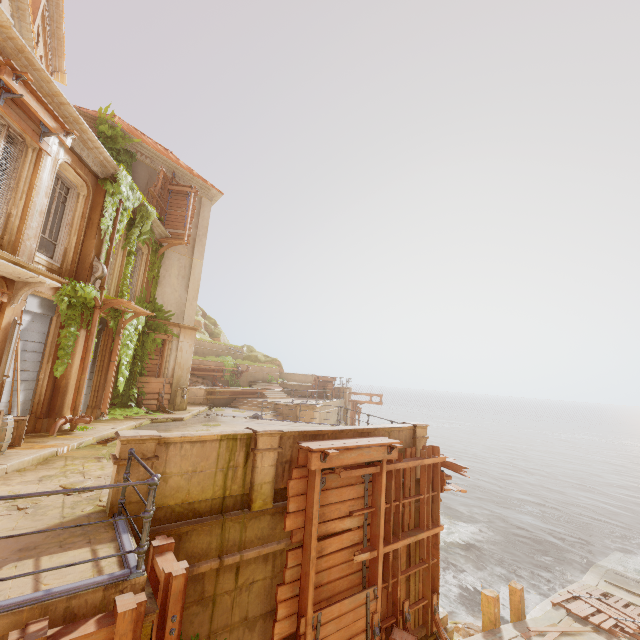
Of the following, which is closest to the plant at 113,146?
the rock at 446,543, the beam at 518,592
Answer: the rock at 446,543

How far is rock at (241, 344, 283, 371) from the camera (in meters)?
35.16

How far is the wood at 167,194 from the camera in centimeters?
1572cm

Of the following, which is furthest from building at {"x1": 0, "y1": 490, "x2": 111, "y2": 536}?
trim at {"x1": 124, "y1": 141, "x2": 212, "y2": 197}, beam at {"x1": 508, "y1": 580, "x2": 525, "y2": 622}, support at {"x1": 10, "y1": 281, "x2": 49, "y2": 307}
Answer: trim at {"x1": 124, "y1": 141, "x2": 212, "y2": 197}

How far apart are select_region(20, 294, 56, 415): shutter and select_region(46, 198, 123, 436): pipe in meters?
0.7 m

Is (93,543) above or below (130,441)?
below

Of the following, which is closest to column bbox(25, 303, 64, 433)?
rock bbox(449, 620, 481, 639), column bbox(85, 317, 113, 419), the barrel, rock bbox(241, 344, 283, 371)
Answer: the barrel

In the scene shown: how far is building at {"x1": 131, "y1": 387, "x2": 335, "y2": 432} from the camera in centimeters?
1267cm
